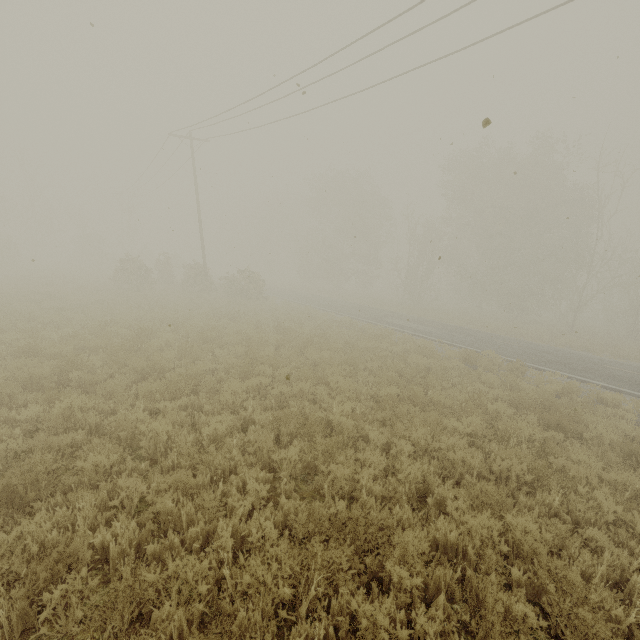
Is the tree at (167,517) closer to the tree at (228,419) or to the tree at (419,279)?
the tree at (228,419)

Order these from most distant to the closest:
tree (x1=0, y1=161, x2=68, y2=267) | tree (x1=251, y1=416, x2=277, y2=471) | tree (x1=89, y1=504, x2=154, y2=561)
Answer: tree (x1=0, y1=161, x2=68, y2=267), tree (x1=251, y1=416, x2=277, y2=471), tree (x1=89, y1=504, x2=154, y2=561)

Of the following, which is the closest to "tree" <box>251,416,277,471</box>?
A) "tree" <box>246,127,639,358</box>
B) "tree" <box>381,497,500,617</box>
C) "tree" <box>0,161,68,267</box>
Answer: "tree" <box>381,497,500,617</box>

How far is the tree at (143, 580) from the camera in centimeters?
301cm

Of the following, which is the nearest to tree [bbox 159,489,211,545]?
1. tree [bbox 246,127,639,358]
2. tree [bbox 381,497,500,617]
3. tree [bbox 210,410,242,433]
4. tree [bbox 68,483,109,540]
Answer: tree [bbox 68,483,109,540]

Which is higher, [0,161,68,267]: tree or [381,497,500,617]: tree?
[0,161,68,267]: tree

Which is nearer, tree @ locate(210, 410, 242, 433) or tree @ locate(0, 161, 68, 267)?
tree @ locate(210, 410, 242, 433)

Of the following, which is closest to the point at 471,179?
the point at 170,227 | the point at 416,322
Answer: the point at 416,322
